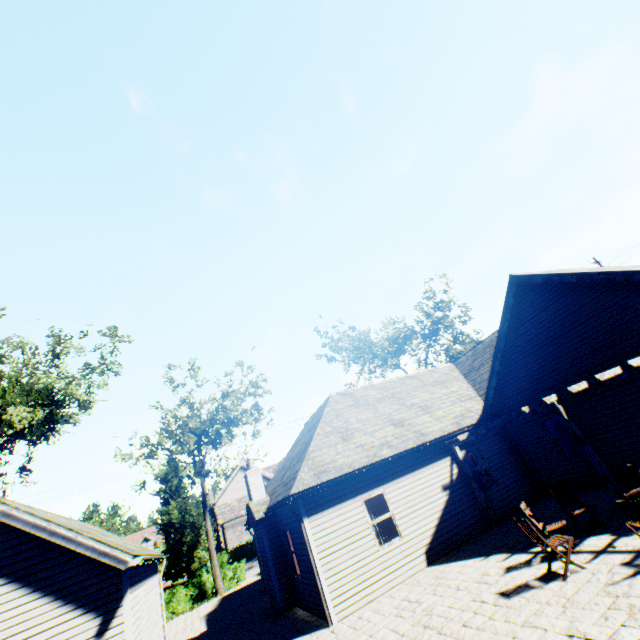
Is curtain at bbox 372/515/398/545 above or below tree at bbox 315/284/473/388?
below

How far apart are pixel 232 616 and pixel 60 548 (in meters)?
10.38

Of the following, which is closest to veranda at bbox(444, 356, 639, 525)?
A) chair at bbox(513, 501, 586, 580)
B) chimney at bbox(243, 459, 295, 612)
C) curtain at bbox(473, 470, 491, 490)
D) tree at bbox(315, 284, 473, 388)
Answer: curtain at bbox(473, 470, 491, 490)

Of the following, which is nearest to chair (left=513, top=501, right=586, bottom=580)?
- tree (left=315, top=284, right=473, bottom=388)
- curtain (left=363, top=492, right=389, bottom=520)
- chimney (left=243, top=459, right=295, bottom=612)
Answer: curtain (left=363, top=492, right=389, bottom=520)

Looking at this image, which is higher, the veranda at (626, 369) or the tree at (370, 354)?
the tree at (370, 354)

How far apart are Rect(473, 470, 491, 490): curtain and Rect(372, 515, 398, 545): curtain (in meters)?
4.03

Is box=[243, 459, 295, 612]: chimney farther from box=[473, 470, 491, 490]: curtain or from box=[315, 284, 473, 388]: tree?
box=[315, 284, 473, 388]: tree

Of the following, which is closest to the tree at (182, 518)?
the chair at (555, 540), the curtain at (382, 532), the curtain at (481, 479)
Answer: the curtain at (382, 532)
